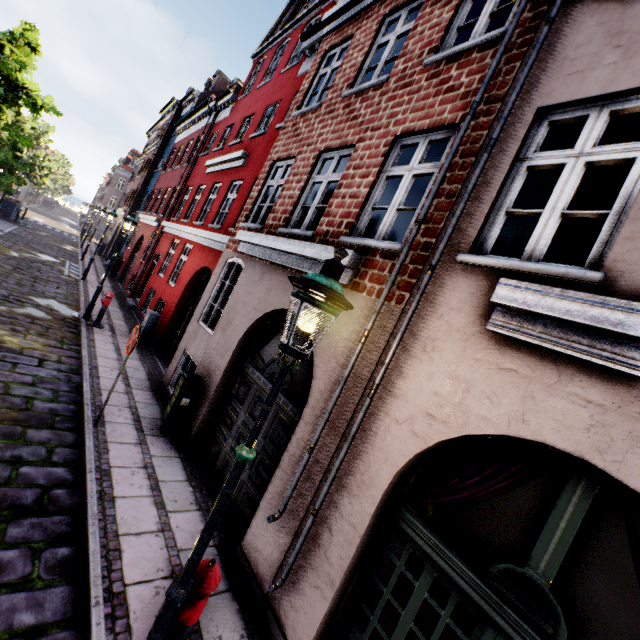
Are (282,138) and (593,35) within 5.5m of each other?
no

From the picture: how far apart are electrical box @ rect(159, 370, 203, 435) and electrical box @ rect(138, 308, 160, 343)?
5.6 meters

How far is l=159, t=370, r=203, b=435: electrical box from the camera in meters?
6.4 m

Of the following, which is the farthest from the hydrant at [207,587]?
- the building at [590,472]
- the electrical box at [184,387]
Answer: the electrical box at [184,387]

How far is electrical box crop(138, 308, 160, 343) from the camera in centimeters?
1114cm

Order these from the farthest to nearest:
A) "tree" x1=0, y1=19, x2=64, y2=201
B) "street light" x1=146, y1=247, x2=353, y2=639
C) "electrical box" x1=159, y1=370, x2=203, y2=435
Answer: "tree" x1=0, y1=19, x2=64, y2=201 < "electrical box" x1=159, y1=370, x2=203, y2=435 < "street light" x1=146, y1=247, x2=353, y2=639

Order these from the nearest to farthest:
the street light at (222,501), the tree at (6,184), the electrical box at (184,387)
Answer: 1. the street light at (222,501)
2. the electrical box at (184,387)
3. the tree at (6,184)

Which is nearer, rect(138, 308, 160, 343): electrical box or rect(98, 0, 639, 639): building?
rect(98, 0, 639, 639): building
